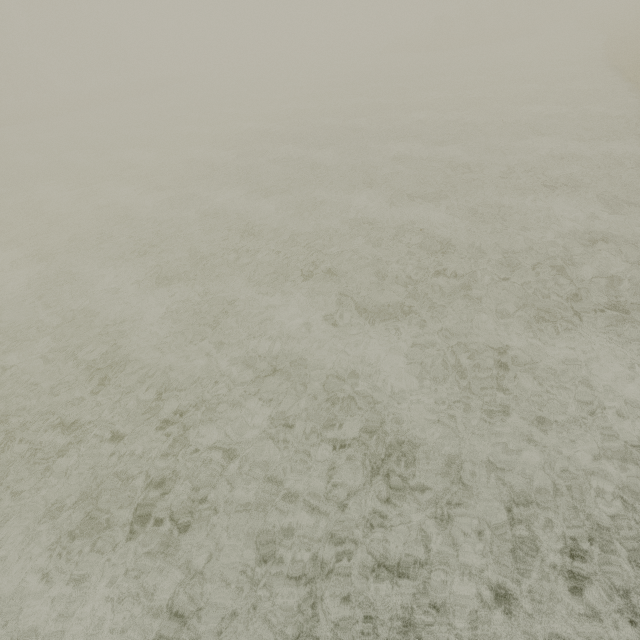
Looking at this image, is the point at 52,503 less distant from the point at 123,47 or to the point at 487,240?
the point at 487,240
